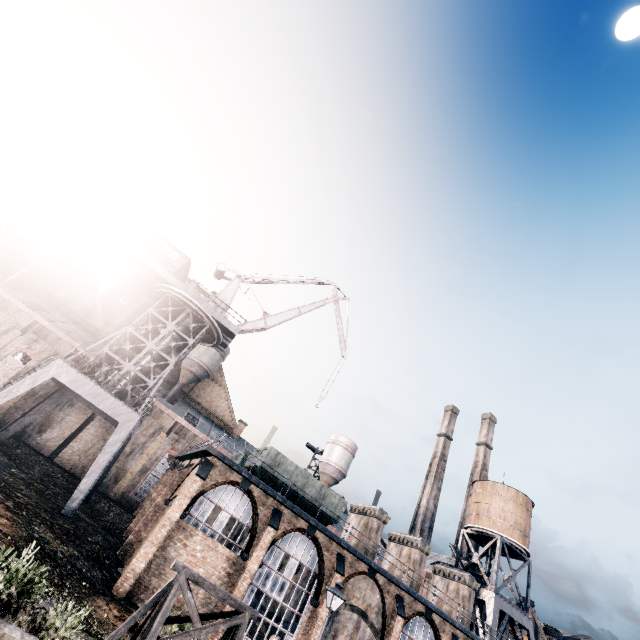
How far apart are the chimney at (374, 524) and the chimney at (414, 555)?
3.8 meters

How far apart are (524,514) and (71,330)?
61.63m

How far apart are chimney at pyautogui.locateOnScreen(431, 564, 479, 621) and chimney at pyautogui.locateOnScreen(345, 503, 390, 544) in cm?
1040

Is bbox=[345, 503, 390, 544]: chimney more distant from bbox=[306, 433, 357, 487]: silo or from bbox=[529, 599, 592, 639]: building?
bbox=[306, 433, 357, 487]: silo

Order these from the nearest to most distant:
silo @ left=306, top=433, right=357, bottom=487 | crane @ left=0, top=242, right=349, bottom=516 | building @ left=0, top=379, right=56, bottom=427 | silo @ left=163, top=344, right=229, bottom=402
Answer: crane @ left=0, top=242, right=349, bottom=516, building @ left=0, top=379, right=56, bottom=427, silo @ left=163, top=344, right=229, bottom=402, silo @ left=306, top=433, right=357, bottom=487

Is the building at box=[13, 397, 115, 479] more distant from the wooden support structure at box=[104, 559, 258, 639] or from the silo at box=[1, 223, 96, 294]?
the wooden support structure at box=[104, 559, 258, 639]

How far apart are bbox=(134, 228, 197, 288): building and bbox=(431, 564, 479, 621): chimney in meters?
42.0 m

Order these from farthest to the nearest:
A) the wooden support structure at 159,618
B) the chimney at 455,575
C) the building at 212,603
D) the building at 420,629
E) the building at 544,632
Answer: the building at 544,632 < the chimney at 455,575 < the building at 420,629 < the building at 212,603 < the wooden support structure at 159,618
